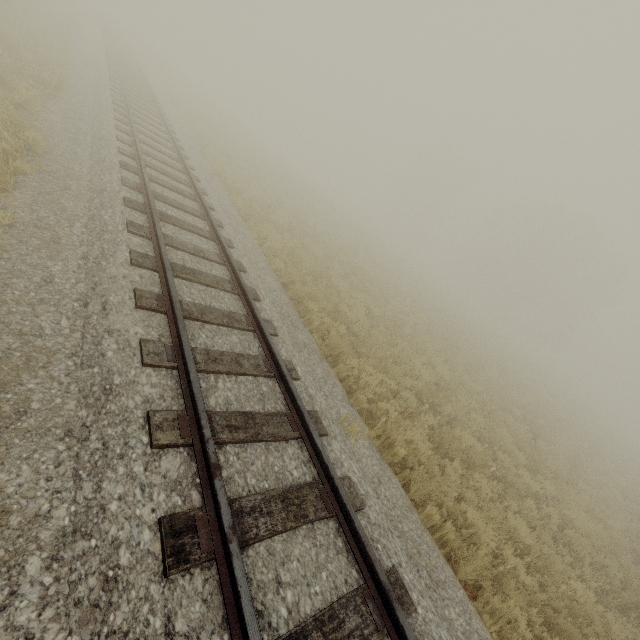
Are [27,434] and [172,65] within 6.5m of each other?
no
